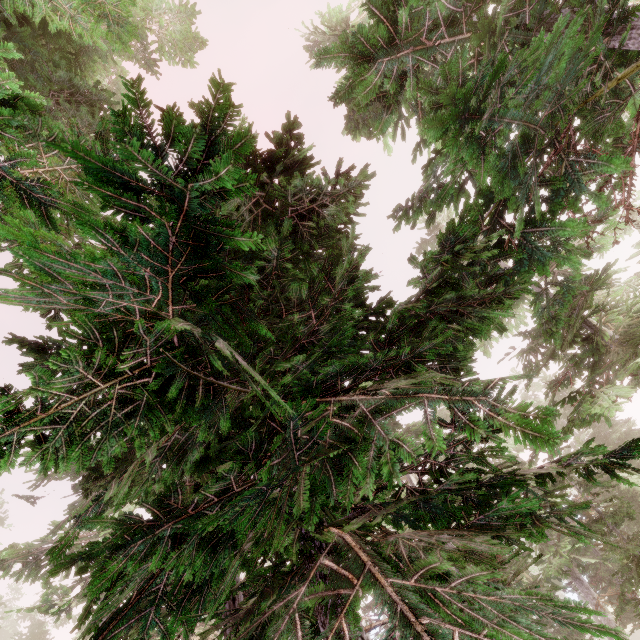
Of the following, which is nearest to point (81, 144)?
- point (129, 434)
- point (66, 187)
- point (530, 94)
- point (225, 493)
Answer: point (66, 187)
